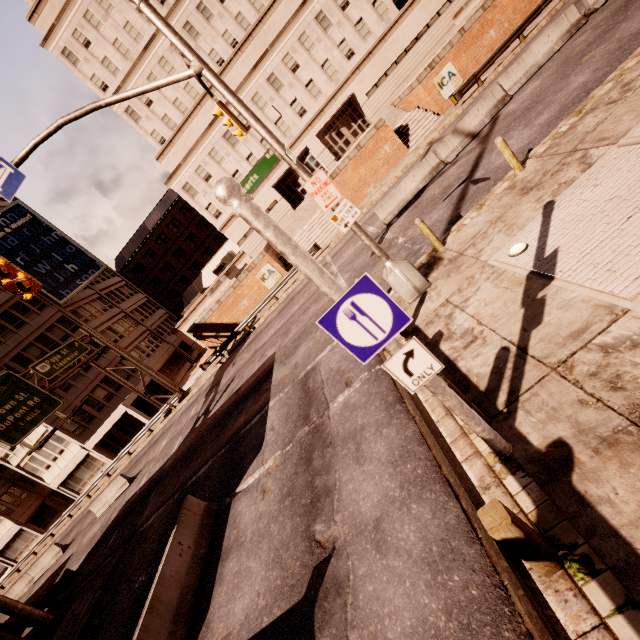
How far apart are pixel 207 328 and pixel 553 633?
30.0m

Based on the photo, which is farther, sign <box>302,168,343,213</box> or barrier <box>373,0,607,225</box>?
barrier <box>373,0,607,225</box>

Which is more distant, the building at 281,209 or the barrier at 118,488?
the building at 281,209

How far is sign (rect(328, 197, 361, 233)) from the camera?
8.2 meters

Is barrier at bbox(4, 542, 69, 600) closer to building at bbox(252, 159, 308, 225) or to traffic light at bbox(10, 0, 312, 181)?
building at bbox(252, 159, 308, 225)

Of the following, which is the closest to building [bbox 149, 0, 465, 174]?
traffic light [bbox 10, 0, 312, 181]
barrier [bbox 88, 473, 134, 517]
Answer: barrier [bbox 88, 473, 134, 517]

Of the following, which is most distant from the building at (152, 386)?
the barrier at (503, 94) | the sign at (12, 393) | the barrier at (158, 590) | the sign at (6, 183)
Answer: the barrier at (503, 94)

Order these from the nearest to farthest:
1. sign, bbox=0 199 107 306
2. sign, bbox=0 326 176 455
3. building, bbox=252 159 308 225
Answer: sign, bbox=0 326 176 455
sign, bbox=0 199 107 306
building, bbox=252 159 308 225
